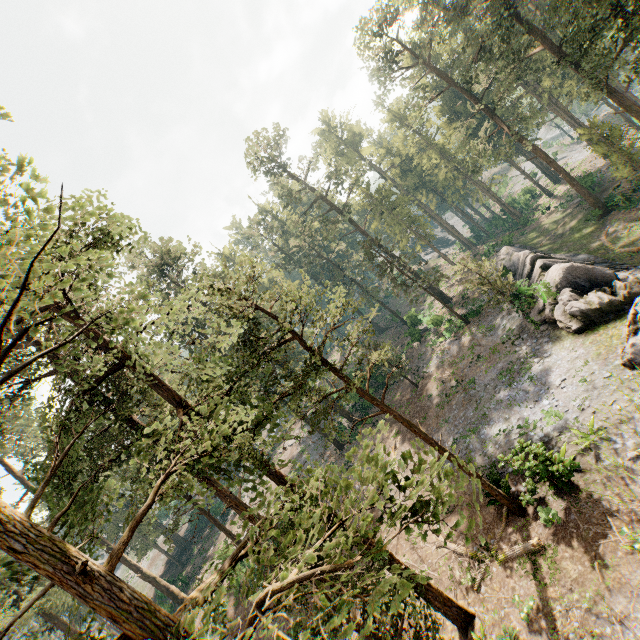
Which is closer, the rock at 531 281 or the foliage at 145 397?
the foliage at 145 397

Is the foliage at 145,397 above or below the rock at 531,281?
above

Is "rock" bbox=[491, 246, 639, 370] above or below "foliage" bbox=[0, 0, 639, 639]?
below

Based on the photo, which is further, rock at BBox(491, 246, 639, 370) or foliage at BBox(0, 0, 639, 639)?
rock at BBox(491, 246, 639, 370)

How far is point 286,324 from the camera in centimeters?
1434cm
